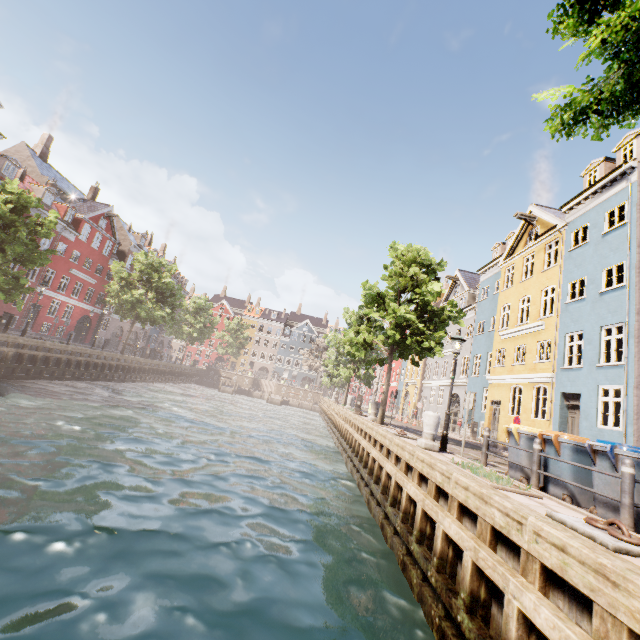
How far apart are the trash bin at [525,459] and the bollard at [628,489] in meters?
2.8 m

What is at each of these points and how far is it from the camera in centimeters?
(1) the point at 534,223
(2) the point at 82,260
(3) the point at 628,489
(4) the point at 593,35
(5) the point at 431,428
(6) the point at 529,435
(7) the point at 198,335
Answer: (1) building, 2144cm
(2) building, 3503cm
(3) bollard, 493cm
(4) tree, 314cm
(5) pillar, 956cm
(6) trash bin, 795cm
(7) tree, 4641cm

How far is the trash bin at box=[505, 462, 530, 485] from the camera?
7.8 meters

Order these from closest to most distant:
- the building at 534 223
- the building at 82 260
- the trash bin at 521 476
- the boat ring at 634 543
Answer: the boat ring at 634 543 → the trash bin at 521 476 → the building at 534 223 → the building at 82 260

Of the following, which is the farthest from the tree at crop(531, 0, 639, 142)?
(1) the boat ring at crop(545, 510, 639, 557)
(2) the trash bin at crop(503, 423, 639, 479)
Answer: (2) the trash bin at crop(503, 423, 639, 479)

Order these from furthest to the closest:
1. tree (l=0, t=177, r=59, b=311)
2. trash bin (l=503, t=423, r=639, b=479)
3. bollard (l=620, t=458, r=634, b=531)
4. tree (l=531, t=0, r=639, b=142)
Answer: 1. tree (l=0, t=177, r=59, b=311)
2. trash bin (l=503, t=423, r=639, b=479)
3. bollard (l=620, t=458, r=634, b=531)
4. tree (l=531, t=0, r=639, b=142)

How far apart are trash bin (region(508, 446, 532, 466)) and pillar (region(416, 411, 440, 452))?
1.7 meters
